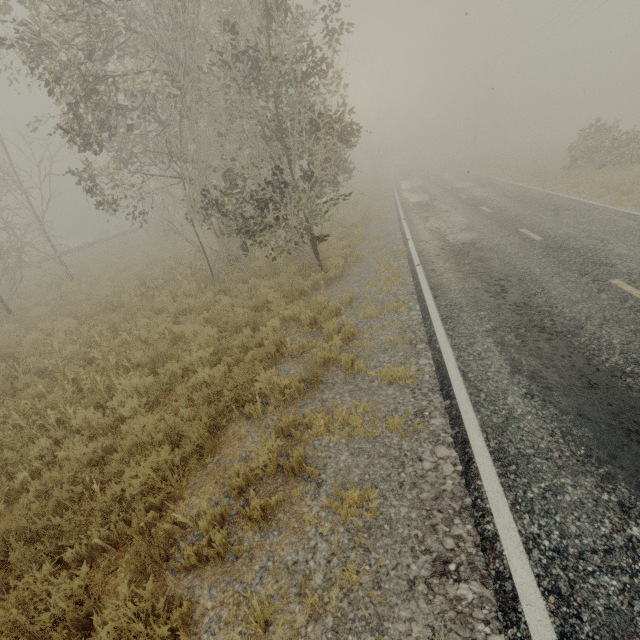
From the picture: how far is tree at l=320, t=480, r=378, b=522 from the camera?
3.5m

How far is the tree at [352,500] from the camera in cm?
353

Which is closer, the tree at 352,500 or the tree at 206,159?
the tree at 352,500

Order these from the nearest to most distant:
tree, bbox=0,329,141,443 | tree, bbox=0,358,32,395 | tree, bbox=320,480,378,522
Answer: tree, bbox=320,480,378,522 < tree, bbox=0,329,141,443 < tree, bbox=0,358,32,395

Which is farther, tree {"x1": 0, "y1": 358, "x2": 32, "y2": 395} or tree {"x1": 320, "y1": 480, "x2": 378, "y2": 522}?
tree {"x1": 0, "y1": 358, "x2": 32, "y2": 395}

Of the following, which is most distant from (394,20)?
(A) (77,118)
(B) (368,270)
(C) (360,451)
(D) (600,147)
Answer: (C) (360,451)
